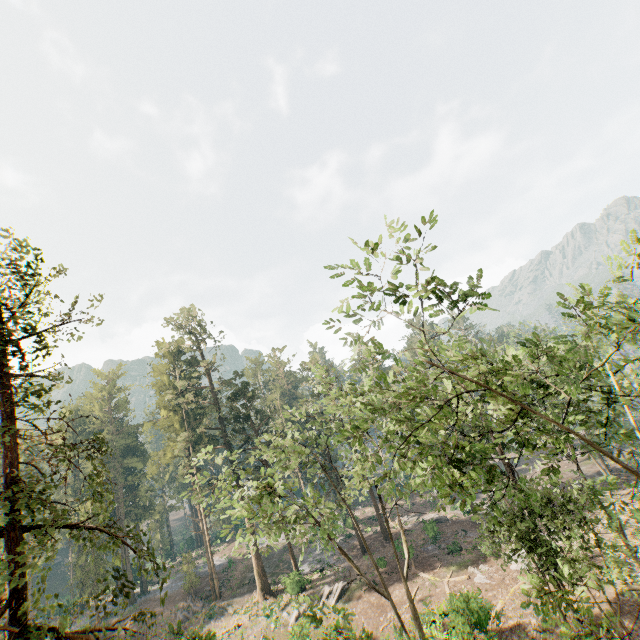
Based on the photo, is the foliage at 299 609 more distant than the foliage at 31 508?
Yes

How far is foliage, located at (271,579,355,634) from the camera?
11.51m

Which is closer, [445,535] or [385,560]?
[385,560]

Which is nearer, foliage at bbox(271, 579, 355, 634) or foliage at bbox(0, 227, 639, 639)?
foliage at bbox(0, 227, 639, 639)

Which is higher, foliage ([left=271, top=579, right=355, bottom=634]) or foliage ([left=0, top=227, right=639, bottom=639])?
foliage ([left=0, top=227, right=639, bottom=639])

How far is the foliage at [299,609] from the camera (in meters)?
11.51
